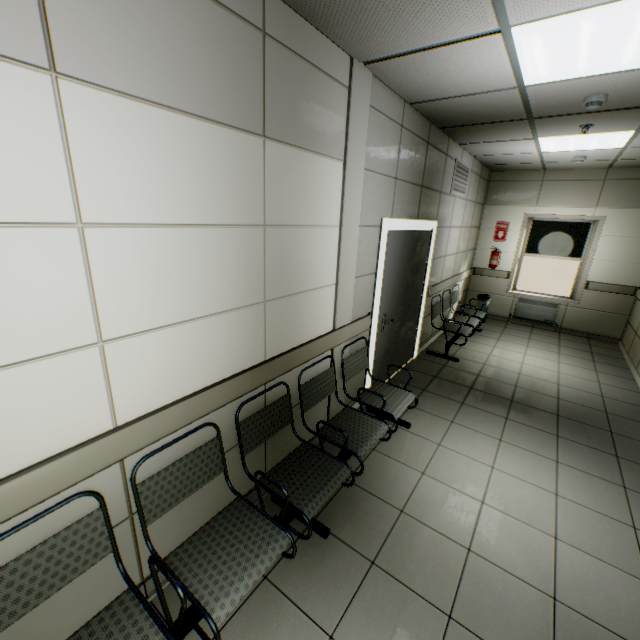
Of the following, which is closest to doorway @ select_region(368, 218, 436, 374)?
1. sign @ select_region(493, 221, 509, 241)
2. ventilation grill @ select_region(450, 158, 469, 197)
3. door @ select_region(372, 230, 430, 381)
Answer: door @ select_region(372, 230, 430, 381)

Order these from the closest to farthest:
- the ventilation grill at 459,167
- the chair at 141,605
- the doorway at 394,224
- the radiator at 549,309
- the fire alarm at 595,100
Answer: the chair at 141,605 → the fire alarm at 595,100 → the doorway at 394,224 → the ventilation grill at 459,167 → the radiator at 549,309

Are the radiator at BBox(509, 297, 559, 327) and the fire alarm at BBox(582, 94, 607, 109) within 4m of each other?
no

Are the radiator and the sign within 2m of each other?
yes

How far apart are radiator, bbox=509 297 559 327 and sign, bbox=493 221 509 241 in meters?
1.3

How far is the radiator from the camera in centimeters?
695cm

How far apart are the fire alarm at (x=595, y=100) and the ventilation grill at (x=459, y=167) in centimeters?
207cm

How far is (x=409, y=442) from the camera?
3.3 meters
